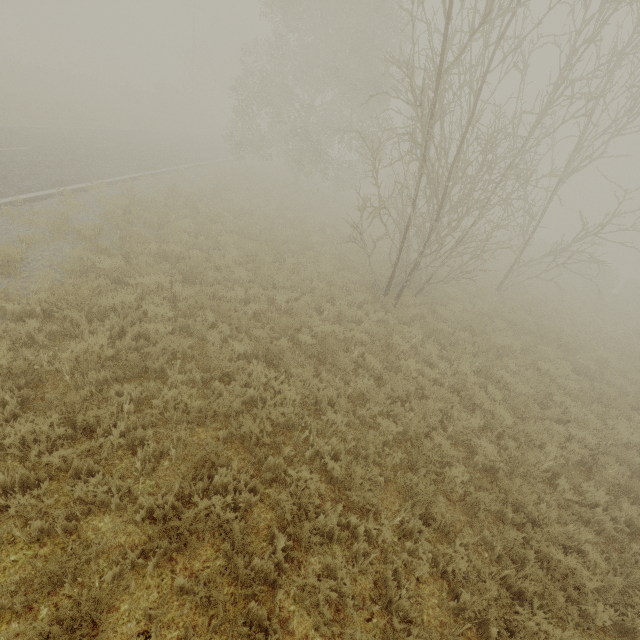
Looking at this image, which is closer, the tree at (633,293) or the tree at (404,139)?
the tree at (404,139)

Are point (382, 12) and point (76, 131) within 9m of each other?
no

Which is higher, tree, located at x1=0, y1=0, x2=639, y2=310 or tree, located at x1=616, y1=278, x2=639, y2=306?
tree, located at x1=0, y1=0, x2=639, y2=310

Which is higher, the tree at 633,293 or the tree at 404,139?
the tree at 404,139

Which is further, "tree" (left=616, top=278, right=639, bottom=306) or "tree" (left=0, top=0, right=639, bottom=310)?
"tree" (left=616, top=278, right=639, bottom=306)
